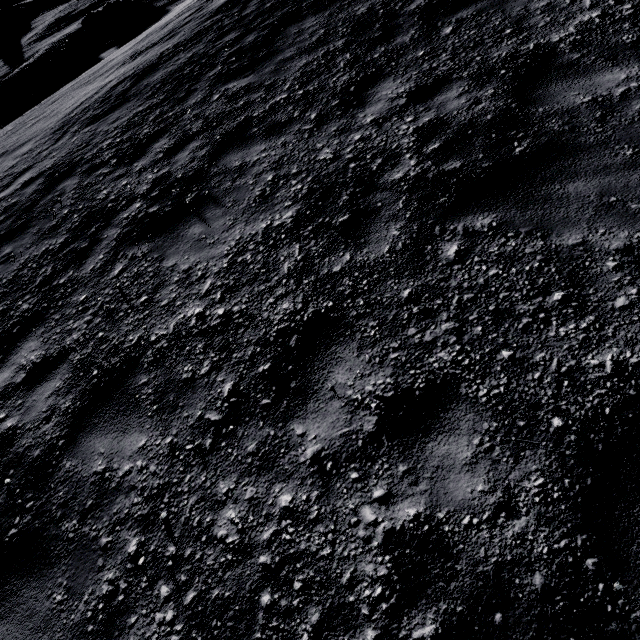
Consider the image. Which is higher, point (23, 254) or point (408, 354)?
point (23, 254)
